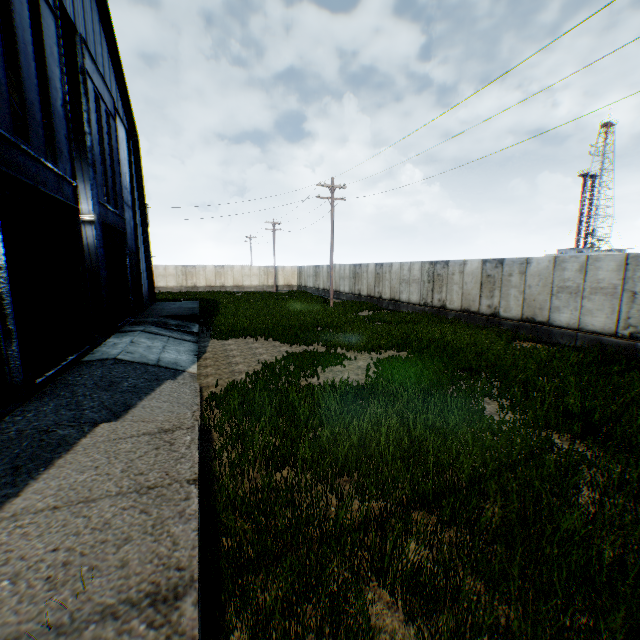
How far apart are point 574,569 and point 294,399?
5.15m

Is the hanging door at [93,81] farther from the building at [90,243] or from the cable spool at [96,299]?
the cable spool at [96,299]

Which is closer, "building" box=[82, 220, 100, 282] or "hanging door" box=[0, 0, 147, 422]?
"hanging door" box=[0, 0, 147, 422]

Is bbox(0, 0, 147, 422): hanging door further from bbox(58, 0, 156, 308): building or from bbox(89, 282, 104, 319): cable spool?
bbox(89, 282, 104, 319): cable spool

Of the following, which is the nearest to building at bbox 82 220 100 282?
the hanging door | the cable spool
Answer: the hanging door

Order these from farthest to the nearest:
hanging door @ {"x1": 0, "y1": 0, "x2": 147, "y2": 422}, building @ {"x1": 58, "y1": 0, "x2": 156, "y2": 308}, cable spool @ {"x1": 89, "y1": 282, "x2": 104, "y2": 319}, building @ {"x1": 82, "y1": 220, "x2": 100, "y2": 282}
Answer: building @ {"x1": 82, "y1": 220, "x2": 100, "y2": 282} < cable spool @ {"x1": 89, "y1": 282, "x2": 104, "y2": 319} < building @ {"x1": 58, "y1": 0, "x2": 156, "y2": 308} < hanging door @ {"x1": 0, "y1": 0, "x2": 147, "y2": 422}

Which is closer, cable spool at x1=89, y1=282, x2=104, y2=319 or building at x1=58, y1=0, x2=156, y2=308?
building at x1=58, y1=0, x2=156, y2=308

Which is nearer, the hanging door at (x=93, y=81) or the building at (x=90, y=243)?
the hanging door at (x=93, y=81)
